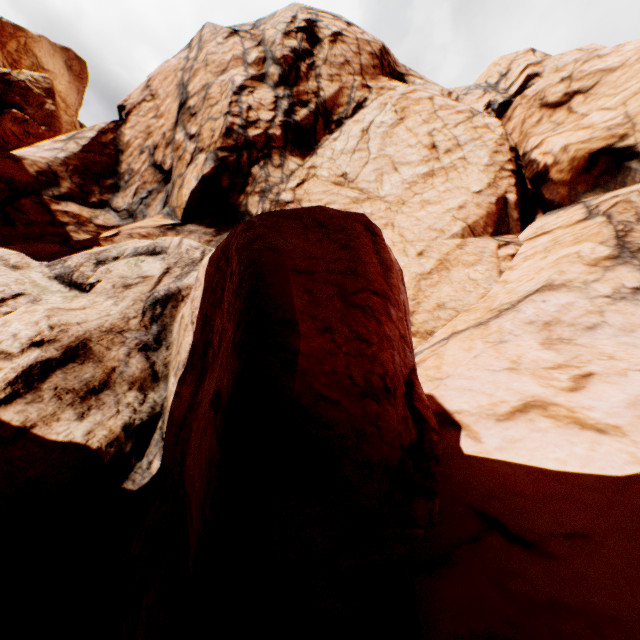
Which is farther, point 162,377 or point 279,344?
point 162,377
